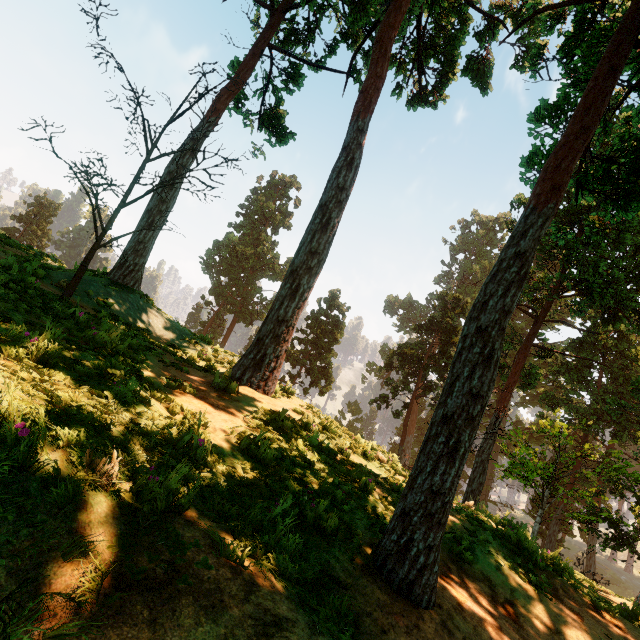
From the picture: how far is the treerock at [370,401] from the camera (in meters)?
32.09

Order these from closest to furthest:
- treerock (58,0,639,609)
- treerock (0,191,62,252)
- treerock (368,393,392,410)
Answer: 1. treerock (58,0,639,609)
2. treerock (368,393,392,410)
3. treerock (0,191,62,252)

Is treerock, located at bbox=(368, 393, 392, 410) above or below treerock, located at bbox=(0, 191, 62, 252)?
below

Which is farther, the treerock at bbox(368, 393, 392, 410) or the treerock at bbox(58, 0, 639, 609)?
the treerock at bbox(368, 393, 392, 410)

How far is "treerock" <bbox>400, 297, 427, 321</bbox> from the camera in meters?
57.2

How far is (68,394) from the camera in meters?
3.5

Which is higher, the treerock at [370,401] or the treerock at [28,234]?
the treerock at [28,234]
